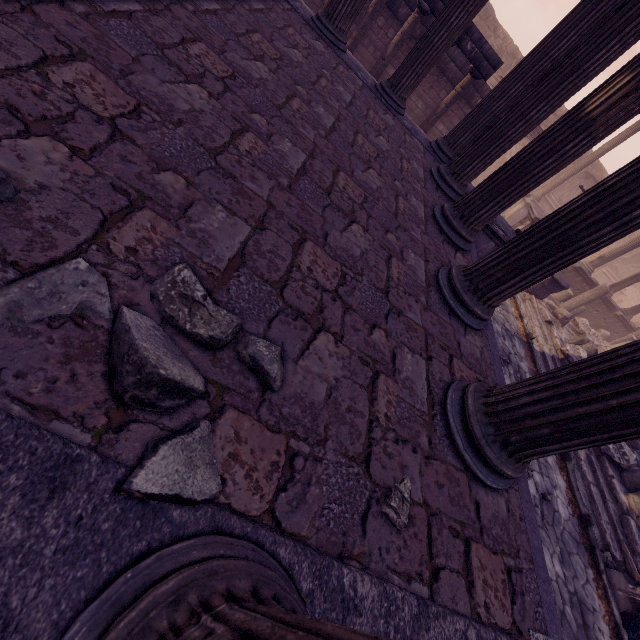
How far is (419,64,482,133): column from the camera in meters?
9.4

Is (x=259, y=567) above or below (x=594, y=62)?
below

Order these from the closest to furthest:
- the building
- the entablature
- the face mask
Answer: the building
the face mask
the entablature

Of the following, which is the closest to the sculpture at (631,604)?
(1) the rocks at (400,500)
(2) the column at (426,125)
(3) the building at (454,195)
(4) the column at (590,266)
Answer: (3) the building at (454,195)

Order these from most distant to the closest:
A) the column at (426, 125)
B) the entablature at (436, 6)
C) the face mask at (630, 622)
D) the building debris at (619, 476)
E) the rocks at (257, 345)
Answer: the column at (426, 125)
the entablature at (436, 6)
the building debris at (619, 476)
the face mask at (630, 622)
the rocks at (257, 345)

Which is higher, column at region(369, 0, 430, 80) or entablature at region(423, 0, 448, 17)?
entablature at region(423, 0, 448, 17)

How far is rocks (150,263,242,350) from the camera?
1.24m

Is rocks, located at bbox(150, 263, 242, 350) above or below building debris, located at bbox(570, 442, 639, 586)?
above
